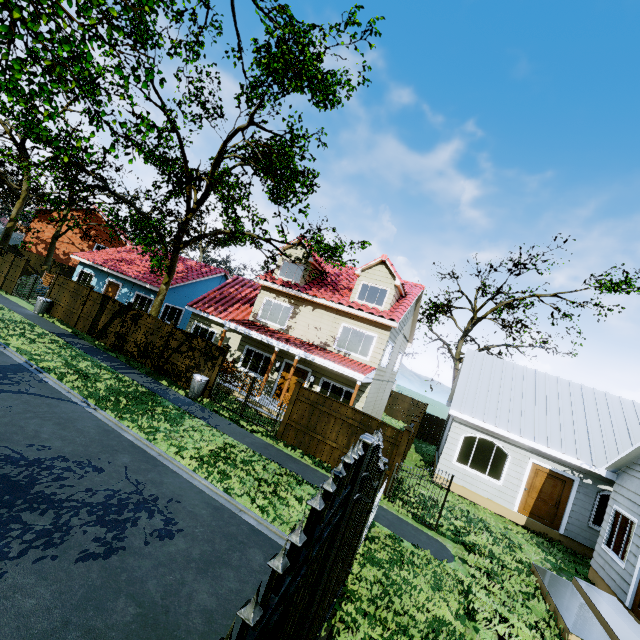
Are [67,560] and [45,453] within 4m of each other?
yes

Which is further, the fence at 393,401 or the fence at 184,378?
the fence at 393,401

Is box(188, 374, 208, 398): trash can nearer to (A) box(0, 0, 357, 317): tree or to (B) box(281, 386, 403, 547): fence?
(B) box(281, 386, 403, 547): fence

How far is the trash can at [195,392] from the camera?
13.6m

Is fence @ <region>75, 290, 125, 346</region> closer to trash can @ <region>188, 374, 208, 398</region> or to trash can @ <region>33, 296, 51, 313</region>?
trash can @ <region>33, 296, 51, 313</region>

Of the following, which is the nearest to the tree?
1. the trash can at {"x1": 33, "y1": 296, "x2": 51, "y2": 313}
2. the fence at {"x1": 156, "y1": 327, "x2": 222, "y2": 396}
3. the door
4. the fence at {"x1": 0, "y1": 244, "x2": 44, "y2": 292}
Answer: the fence at {"x1": 0, "y1": 244, "x2": 44, "y2": 292}

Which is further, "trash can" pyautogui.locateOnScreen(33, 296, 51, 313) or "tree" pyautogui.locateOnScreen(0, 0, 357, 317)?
"trash can" pyautogui.locateOnScreen(33, 296, 51, 313)

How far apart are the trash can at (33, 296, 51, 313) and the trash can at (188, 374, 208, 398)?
11.8 meters
